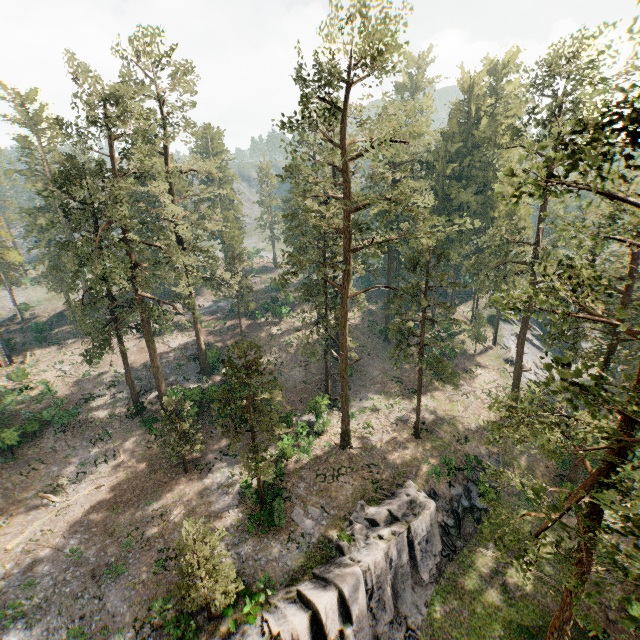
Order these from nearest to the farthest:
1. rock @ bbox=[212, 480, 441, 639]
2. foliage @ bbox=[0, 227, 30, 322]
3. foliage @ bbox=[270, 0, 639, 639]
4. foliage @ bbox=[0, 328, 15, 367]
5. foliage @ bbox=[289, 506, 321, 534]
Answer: foliage @ bbox=[270, 0, 639, 639] → rock @ bbox=[212, 480, 441, 639] → foliage @ bbox=[289, 506, 321, 534] → foliage @ bbox=[0, 227, 30, 322] → foliage @ bbox=[0, 328, 15, 367]

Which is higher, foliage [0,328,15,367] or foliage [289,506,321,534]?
foliage [0,328,15,367]

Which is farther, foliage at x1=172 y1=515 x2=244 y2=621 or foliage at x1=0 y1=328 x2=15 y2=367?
foliage at x1=0 y1=328 x2=15 y2=367

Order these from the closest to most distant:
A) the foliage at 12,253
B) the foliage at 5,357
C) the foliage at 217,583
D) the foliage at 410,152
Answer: the foliage at 410,152 < the foliage at 217,583 < the foliage at 12,253 < the foliage at 5,357

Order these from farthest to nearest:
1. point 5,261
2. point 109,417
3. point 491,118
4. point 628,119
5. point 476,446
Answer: point 491,118 → point 5,261 → point 109,417 → point 476,446 → point 628,119

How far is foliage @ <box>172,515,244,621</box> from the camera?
16.3m

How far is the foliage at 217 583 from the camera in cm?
1633
